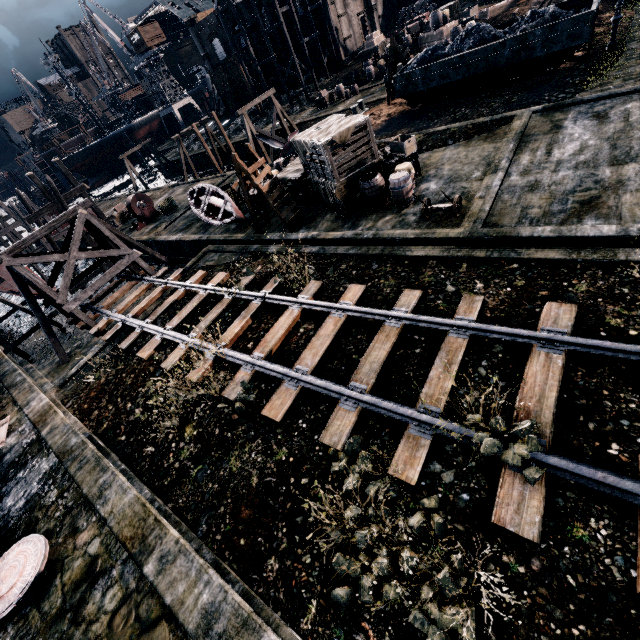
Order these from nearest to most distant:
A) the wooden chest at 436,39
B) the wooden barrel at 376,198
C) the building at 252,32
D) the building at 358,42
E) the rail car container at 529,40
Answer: the wooden barrel at 376,198
the rail car container at 529,40
the wooden chest at 436,39
the building at 358,42
the building at 252,32

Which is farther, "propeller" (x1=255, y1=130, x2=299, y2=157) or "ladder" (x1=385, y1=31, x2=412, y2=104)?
"propeller" (x1=255, y1=130, x2=299, y2=157)

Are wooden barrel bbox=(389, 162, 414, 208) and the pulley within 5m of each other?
no

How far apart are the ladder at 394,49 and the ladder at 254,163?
Answer: 16.9m

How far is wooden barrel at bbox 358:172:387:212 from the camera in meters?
14.1

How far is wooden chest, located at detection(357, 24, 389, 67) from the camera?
36.88m

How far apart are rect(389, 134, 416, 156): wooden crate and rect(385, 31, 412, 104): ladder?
13.5m

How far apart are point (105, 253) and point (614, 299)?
22.8m
